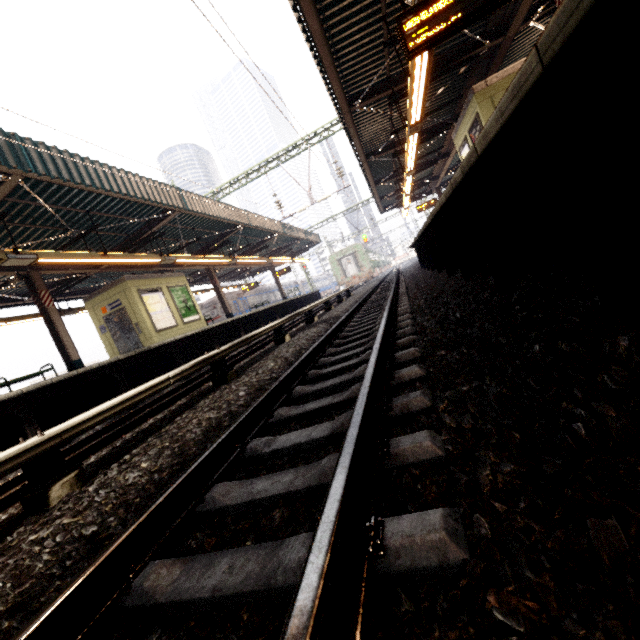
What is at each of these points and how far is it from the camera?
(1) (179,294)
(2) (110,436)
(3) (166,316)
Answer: (1) sign, 14.5m
(2) train track, 4.5m
(3) sign, 13.2m

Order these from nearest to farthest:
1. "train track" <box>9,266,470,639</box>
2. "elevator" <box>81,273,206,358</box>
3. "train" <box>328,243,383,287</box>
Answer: "train track" <box>9,266,470,639</box>
"elevator" <box>81,273,206,358</box>
"train" <box>328,243,383,287</box>

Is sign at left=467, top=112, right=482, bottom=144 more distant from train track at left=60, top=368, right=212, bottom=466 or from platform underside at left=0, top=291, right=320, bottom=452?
platform underside at left=0, top=291, right=320, bottom=452

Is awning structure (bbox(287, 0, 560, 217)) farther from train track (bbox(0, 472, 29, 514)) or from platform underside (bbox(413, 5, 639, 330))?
train track (bbox(0, 472, 29, 514))

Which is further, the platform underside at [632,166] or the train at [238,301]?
the train at [238,301]

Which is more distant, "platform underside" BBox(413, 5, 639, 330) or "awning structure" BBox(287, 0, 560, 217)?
"awning structure" BBox(287, 0, 560, 217)

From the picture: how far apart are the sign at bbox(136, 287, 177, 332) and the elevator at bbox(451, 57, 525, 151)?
12.59m

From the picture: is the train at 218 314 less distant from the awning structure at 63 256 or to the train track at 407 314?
the awning structure at 63 256
